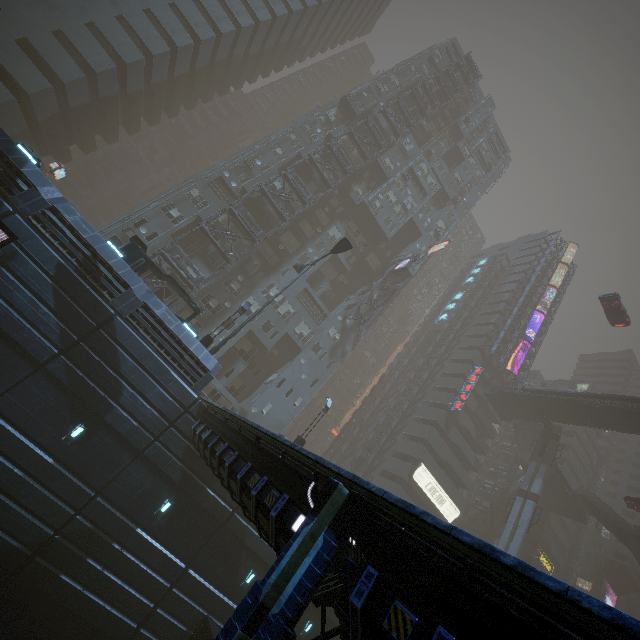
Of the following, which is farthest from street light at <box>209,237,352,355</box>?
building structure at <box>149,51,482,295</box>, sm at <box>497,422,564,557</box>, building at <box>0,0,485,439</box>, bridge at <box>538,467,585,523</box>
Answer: bridge at <box>538,467,585,523</box>

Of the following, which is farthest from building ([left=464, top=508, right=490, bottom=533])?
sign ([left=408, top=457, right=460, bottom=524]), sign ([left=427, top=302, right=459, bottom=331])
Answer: sign ([left=427, top=302, right=459, bottom=331])

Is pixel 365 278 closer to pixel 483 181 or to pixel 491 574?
pixel 483 181

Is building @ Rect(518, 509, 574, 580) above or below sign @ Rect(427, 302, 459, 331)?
below

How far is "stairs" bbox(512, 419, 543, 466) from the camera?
46.5 meters

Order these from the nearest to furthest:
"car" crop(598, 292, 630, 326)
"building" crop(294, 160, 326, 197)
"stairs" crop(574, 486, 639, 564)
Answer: "car" crop(598, 292, 630, 326)
"building" crop(294, 160, 326, 197)
"stairs" crop(574, 486, 639, 564)

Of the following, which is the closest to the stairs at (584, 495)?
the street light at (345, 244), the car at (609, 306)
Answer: the car at (609, 306)

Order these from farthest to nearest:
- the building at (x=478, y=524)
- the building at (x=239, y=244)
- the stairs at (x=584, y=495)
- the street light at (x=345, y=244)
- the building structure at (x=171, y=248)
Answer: the building at (x=478, y=524)
the stairs at (x=584, y=495)
the building at (x=239, y=244)
the building structure at (x=171, y=248)
the street light at (x=345, y=244)
